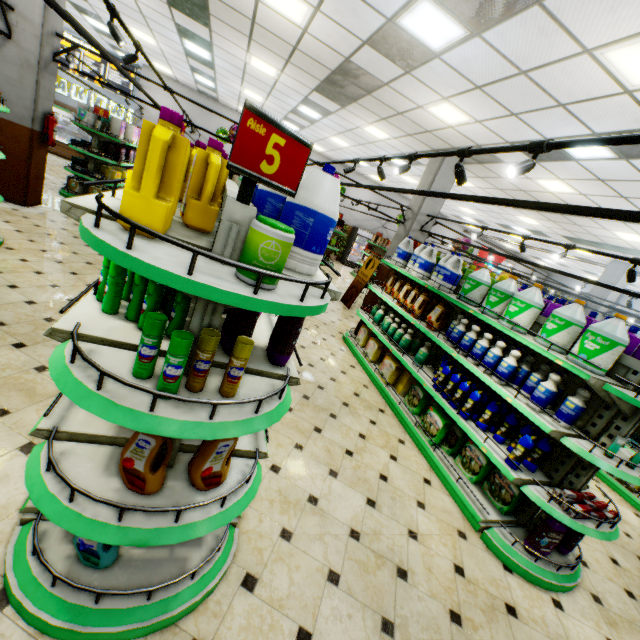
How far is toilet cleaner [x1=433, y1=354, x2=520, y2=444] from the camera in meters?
3.6

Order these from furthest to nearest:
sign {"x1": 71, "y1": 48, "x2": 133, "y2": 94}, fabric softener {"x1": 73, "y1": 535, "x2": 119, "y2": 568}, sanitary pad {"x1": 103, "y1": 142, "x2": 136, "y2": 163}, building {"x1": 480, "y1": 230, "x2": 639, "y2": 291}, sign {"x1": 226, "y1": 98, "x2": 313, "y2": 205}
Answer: sign {"x1": 71, "y1": 48, "x2": 133, "y2": 94} < building {"x1": 480, "y1": 230, "x2": 639, "y2": 291} < sanitary pad {"x1": 103, "y1": 142, "x2": 136, "y2": 163} < fabric softener {"x1": 73, "y1": 535, "x2": 119, "y2": 568} < sign {"x1": 226, "y1": 98, "x2": 313, "y2": 205}

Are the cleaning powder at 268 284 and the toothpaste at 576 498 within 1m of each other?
no

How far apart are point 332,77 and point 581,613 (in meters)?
9.33

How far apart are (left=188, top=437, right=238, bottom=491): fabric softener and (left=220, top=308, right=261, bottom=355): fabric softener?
0.4m

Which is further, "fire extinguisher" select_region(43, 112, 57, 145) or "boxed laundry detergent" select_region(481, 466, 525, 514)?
"fire extinguisher" select_region(43, 112, 57, 145)

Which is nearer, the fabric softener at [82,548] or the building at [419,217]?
the fabric softener at [82,548]

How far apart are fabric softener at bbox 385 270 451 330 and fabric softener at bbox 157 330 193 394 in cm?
426
